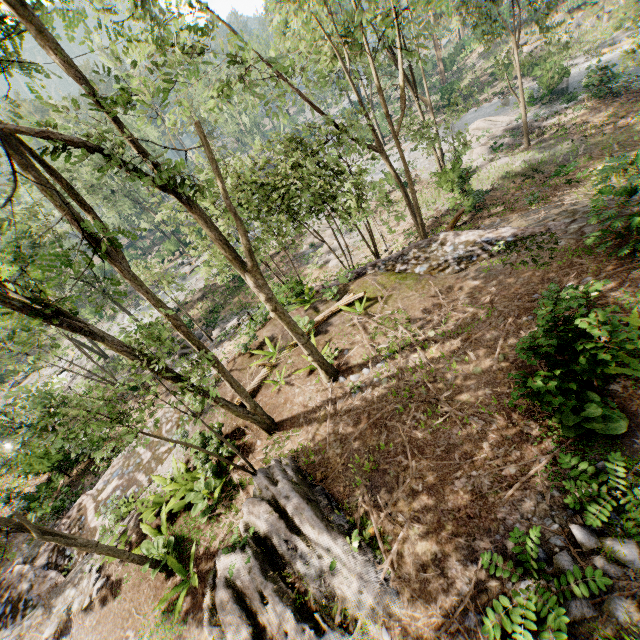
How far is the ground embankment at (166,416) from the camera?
11.9m

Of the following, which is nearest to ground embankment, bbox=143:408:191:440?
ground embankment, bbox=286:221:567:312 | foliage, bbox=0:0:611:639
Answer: foliage, bbox=0:0:611:639

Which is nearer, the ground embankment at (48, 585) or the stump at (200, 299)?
the ground embankment at (48, 585)

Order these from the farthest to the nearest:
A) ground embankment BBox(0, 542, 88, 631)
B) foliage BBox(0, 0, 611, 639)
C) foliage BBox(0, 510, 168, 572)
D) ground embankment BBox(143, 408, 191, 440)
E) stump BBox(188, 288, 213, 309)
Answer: stump BBox(188, 288, 213, 309) → ground embankment BBox(143, 408, 191, 440) → ground embankment BBox(0, 542, 88, 631) → foliage BBox(0, 510, 168, 572) → foliage BBox(0, 0, 611, 639)

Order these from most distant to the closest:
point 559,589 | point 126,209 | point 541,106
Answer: point 126,209, point 541,106, point 559,589

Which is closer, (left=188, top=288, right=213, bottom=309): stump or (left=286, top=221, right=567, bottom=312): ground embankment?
(left=286, top=221, right=567, bottom=312): ground embankment

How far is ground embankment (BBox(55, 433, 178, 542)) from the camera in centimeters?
1129cm

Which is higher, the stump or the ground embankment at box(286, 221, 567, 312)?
the ground embankment at box(286, 221, 567, 312)
